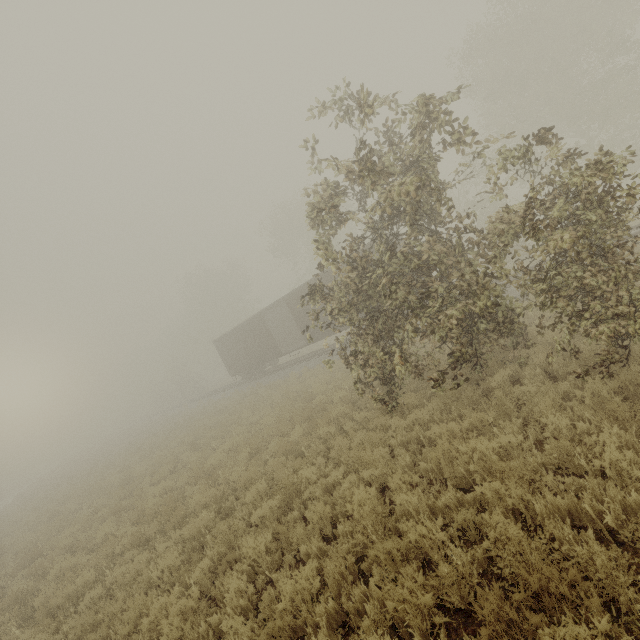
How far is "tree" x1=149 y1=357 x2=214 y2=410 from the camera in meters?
48.2 m

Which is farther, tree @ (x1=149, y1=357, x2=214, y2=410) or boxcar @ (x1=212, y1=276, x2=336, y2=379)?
tree @ (x1=149, y1=357, x2=214, y2=410)

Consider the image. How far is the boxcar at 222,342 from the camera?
21.0m

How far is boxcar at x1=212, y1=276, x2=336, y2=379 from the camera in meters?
21.0 m

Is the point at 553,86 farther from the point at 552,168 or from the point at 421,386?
the point at 421,386

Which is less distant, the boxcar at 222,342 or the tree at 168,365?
the boxcar at 222,342
